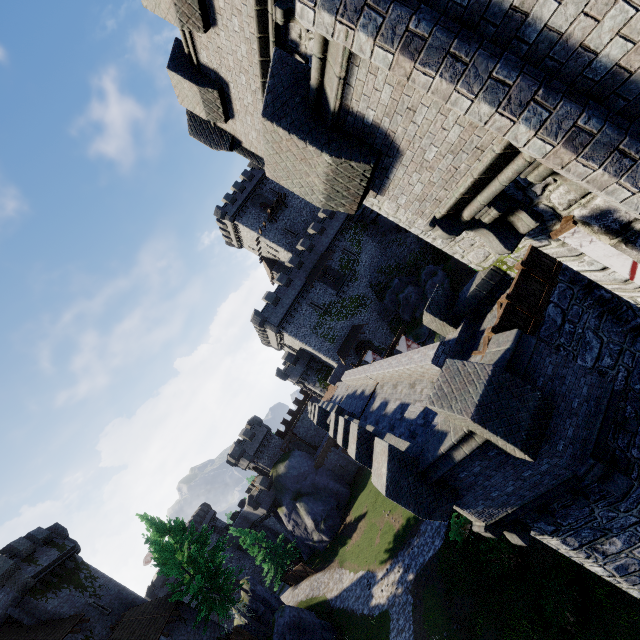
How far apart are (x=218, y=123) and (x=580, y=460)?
15.3 meters

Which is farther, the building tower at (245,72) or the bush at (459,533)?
the bush at (459,533)

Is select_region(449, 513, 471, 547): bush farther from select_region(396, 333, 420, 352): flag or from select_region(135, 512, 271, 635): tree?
select_region(135, 512, 271, 635): tree

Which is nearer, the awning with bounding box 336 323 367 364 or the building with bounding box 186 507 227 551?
the awning with bounding box 336 323 367 364

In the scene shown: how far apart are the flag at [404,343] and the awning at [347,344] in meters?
18.5

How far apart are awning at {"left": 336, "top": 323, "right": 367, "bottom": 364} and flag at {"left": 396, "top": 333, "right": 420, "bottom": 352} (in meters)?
18.53

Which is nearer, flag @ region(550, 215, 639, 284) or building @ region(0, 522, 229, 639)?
flag @ region(550, 215, 639, 284)

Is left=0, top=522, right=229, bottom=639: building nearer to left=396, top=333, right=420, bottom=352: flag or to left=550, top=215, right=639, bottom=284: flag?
left=550, top=215, right=639, bottom=284: flag
